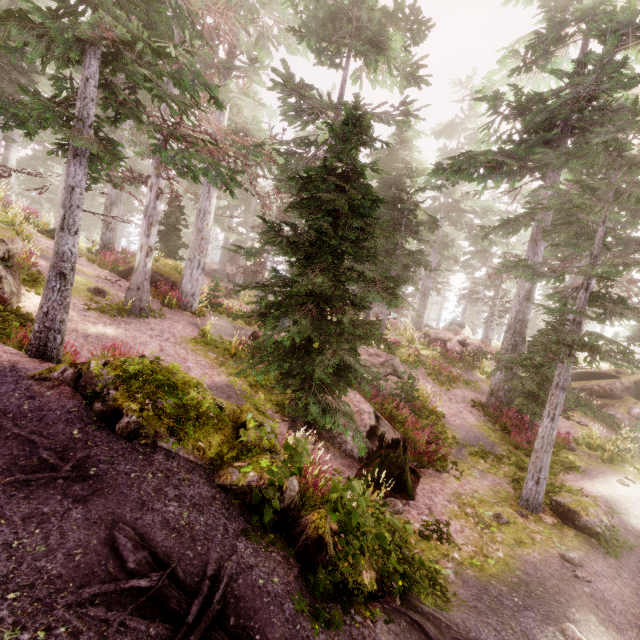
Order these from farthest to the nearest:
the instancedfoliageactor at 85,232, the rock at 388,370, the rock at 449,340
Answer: the rock at 449,340 < the rock at 388,370 < the instancedfoliageactor at 85,232

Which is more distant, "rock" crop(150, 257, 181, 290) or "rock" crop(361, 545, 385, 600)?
"rock" crop(150, 257, 181, 290)

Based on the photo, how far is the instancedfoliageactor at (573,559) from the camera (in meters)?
6.94

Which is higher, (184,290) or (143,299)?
(184,290)

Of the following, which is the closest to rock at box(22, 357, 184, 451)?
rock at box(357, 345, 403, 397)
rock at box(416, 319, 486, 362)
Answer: rock at box(357, 345, 403, 397)

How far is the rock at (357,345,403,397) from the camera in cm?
1420

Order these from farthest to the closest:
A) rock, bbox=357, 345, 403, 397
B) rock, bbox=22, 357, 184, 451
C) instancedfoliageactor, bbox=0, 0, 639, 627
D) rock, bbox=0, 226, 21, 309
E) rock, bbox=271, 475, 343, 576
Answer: rock, bbox=357, 345, 403, 397 < rock, bbox=0, 226, 21, 309 < instancedfoliageactor, bbox=0, 0, 639, 627 < rock, bbox=22, 357, 184, 451 < rock, bbox=271, 475, 343, 576

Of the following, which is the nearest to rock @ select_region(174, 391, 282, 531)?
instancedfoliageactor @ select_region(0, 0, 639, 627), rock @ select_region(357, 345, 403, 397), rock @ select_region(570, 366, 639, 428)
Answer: instancedfoliageactor @ select_region(0, 0, 639, 627)
